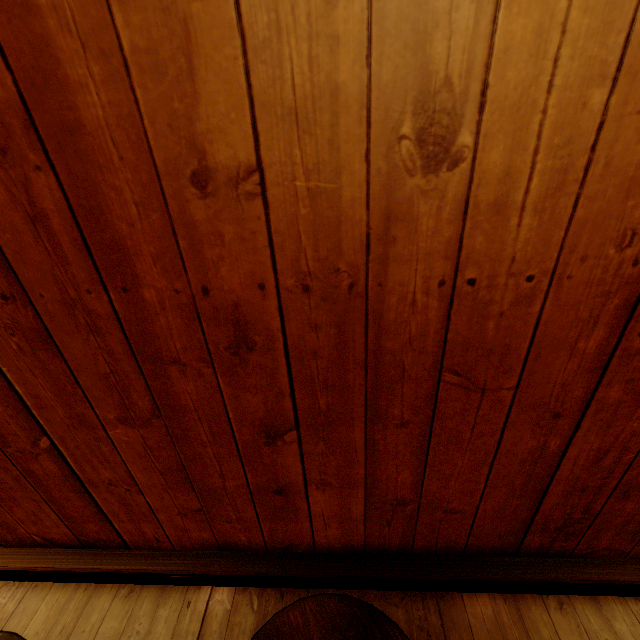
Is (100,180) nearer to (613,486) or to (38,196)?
(38,196)
